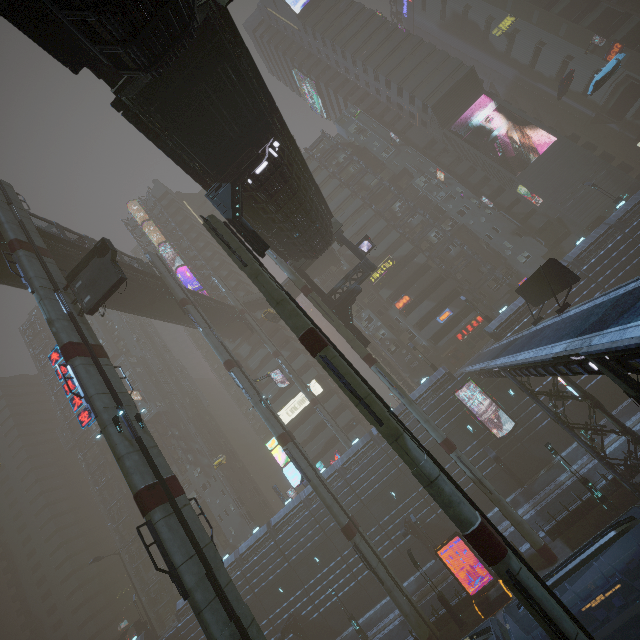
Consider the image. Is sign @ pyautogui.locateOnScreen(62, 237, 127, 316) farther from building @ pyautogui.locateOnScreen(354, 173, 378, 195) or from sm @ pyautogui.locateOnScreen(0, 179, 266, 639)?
building @ pyautogui.locateOnScreen(354, 173, 378, 195)

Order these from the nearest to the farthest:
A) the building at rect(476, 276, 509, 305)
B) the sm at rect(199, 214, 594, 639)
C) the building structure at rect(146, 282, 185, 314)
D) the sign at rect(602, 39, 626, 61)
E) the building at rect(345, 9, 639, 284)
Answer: the sm at rect(199, 214, 594, 639)
the building structure at rect(146, 282, 185, 314)
the building at rect(345, 9, 639, 284)
the building at rect(476, 276, 509, 305)
the sign at rect(602, 39, 626, 61)

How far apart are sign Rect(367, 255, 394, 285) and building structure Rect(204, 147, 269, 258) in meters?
36.5 m

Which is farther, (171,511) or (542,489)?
(542,489)

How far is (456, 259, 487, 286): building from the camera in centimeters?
5078cm

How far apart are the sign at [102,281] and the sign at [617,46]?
82.84m

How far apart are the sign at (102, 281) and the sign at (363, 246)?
20.31m
